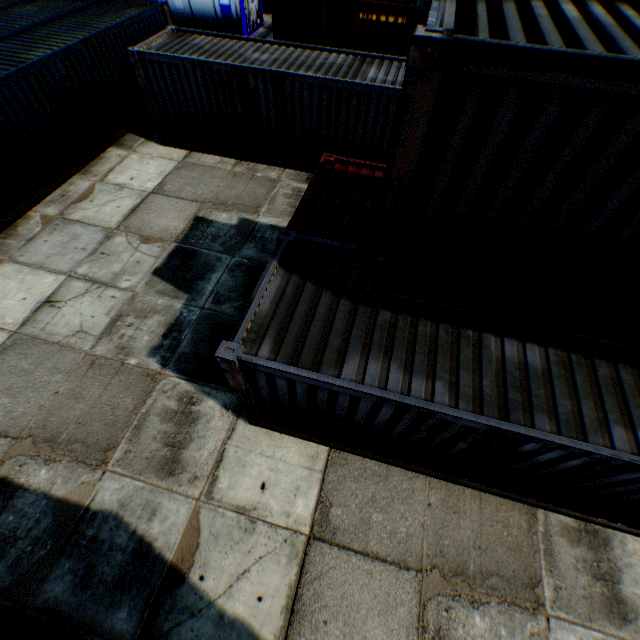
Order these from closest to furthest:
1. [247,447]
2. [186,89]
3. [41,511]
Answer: [41,511], [247,447], [186,89]

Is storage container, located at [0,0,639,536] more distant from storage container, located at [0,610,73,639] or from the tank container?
the tank container

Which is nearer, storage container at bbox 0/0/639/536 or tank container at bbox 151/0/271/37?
storage container at bbox 0/0/639/536

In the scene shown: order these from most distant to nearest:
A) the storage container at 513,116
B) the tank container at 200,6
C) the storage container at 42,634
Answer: the tank container at 200,6 < the storage container at 42,634 < the storage container at 513,116

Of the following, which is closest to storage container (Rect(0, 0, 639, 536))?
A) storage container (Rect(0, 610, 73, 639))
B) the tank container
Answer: storage container (Rect(0, 610, 73, 639))

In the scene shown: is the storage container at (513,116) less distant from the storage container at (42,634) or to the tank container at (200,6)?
the storage container at (42,634)

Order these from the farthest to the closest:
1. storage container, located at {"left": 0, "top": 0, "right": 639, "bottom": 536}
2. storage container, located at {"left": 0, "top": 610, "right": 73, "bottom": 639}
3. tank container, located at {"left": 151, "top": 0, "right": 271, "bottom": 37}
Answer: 1. tank container, located at {"left": 151, "top": 0, "right": 271, "bottom": 37}
2. storage container, located at {"left": 0, "top": 610, "right": 73, "bottom": 639}
3. storage container, located at {"left": 0, "top": 0, "right": 639, "bottom": 536}
